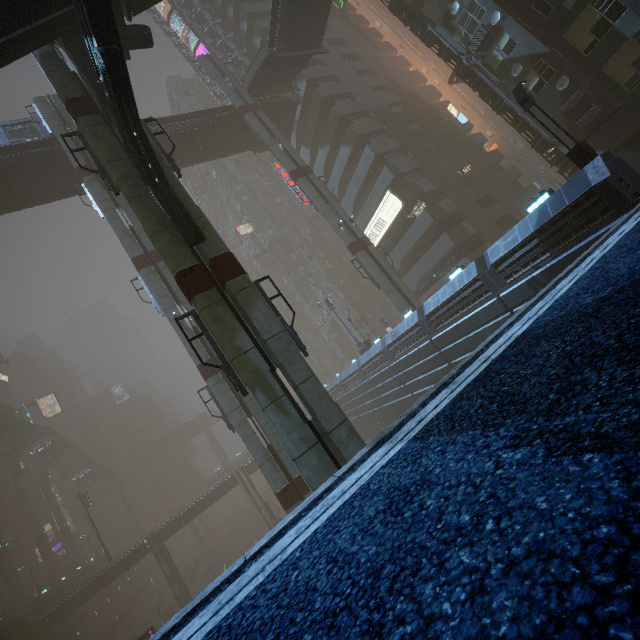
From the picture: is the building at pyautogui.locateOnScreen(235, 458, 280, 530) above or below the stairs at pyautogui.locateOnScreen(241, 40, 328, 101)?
below

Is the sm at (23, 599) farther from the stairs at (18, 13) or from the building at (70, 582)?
the stairs at (18, 13)

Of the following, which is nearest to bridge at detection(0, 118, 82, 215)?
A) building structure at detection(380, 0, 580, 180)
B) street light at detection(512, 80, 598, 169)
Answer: building structure at detection(380, 0, 580, 180)

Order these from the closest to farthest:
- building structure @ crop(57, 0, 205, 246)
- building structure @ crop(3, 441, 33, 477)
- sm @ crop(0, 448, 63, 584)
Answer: building structure @ crop(57, 0, 205, 246) < sm @ crop(0, 448, 63, 584) < building structure @ crop(3, 441, 33, 477)

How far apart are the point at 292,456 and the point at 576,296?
8.1m

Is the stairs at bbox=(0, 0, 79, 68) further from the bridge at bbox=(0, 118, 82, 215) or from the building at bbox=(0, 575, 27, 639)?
the building at bbox=(0, 575, 27, 639)

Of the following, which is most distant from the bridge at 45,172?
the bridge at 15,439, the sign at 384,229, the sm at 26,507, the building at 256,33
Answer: the sm at 26,507

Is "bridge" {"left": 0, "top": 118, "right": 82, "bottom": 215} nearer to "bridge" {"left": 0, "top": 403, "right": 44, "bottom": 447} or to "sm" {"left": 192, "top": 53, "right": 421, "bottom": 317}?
"sm" {"left": 192, "top": 53, "right": 421, "bottom": 317}
